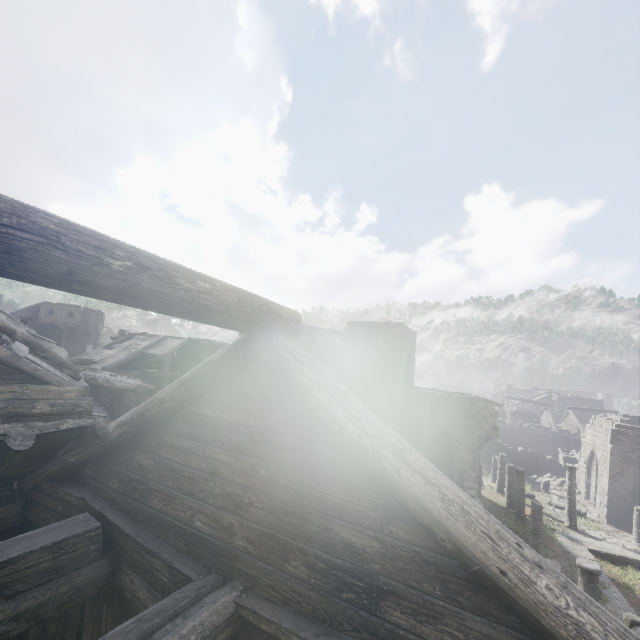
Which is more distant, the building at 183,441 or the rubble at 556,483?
the rubble at 556,483

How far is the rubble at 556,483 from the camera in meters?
28.1 m

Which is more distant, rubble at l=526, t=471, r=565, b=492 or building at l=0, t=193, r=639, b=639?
rubble at l=526, t=471, r=565, b=492

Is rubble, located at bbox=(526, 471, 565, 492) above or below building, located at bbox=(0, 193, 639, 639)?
below

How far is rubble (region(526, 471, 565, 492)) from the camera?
28.1m

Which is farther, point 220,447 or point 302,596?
point 220,447
